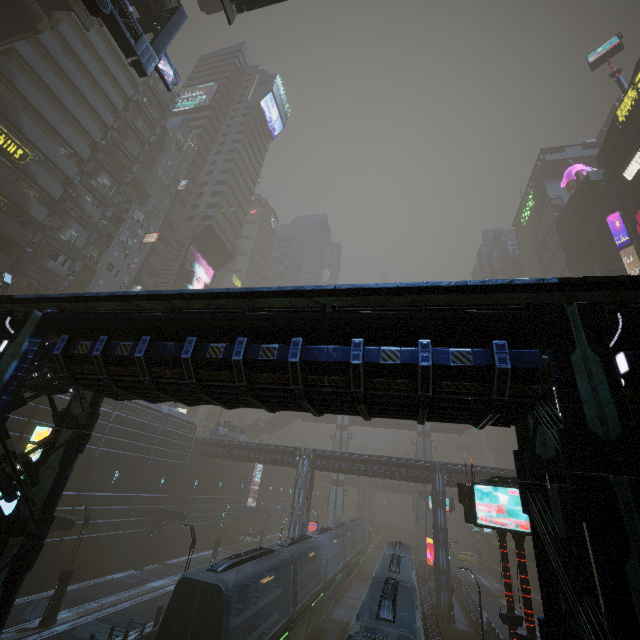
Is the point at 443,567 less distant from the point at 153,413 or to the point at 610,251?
the point at 153,413

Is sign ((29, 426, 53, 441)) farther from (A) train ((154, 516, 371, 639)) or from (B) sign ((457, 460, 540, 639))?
(B) sign ((457, 460, 540, 639))

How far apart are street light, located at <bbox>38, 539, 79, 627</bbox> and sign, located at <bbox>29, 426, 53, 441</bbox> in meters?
12.2 m

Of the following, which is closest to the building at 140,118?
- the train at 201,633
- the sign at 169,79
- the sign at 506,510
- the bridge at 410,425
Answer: the sign at 506,510

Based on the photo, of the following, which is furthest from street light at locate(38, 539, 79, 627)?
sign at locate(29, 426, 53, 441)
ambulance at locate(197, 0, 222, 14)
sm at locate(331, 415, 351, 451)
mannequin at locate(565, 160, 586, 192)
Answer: mannequin at locate(565, 160, 586, 192)

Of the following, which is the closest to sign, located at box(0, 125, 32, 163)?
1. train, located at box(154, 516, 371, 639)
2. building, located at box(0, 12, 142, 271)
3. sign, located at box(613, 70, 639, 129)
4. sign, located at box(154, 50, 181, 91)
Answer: building, located at box(0, 12, 142, 271)

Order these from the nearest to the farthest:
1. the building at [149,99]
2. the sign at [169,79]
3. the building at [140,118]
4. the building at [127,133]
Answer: the sign at [169,79], the building at [127,133], the building at [140,118], the building at [149,99]

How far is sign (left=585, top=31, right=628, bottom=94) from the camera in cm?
4219
